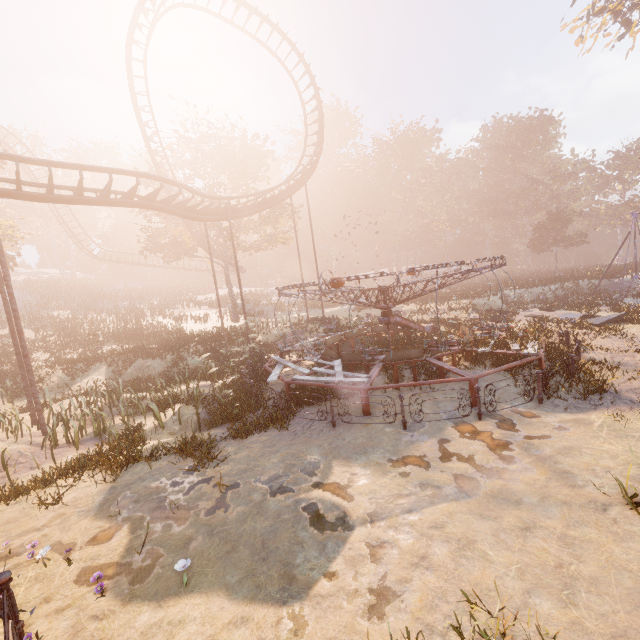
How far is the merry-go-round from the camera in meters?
9.6 m

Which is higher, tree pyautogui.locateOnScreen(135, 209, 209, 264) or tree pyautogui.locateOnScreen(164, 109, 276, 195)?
tree pyautogui.locateOnScreen(164, 109, 276, 195)

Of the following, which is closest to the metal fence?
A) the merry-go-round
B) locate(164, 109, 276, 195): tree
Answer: the merry-go-round

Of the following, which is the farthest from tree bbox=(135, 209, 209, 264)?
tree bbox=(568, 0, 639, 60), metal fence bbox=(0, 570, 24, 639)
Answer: tree bbox=(568, 0, 639, 60)

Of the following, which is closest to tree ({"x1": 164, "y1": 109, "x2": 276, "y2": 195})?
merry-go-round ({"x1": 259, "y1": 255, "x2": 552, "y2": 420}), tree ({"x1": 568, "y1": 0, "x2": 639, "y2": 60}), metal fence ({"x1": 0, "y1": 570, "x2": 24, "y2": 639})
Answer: merry-go-round ({"x1": 259, "y1": 255, "x2": 552, "y2": 420})

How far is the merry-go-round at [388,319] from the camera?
9.6 meters

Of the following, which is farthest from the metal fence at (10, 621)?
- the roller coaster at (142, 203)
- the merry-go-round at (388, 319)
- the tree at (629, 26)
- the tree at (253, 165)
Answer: the tree at (629, 26)

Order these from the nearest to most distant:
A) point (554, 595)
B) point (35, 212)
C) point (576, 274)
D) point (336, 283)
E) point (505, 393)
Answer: point (554, 595) < point (505, 393) < point (336, 283) < point (576, 274) < point (35, 212)
